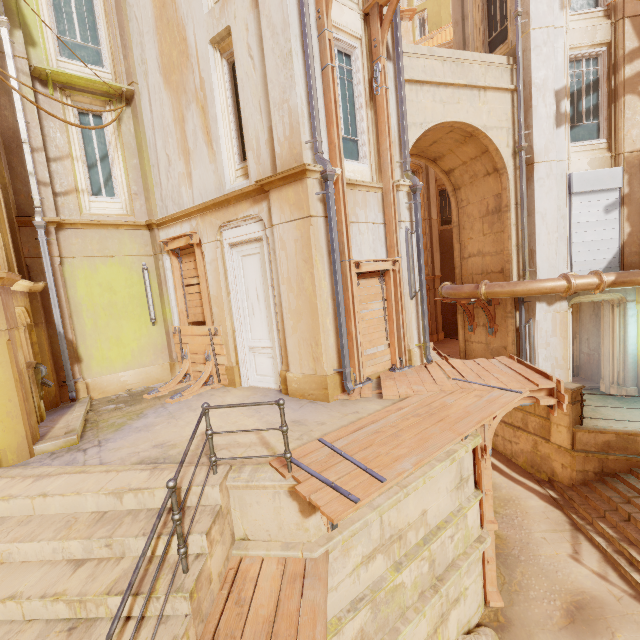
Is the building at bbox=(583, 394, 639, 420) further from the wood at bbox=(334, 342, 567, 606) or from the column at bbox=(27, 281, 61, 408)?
the column at bbox=(27, 281, 61, 408)

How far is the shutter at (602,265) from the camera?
10.0m

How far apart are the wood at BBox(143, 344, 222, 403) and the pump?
1.9m

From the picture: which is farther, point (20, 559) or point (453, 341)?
point (453, 341)

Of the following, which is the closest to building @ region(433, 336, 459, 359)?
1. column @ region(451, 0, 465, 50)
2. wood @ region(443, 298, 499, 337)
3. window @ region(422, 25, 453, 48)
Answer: column @ region(451, 0, 465, 50)

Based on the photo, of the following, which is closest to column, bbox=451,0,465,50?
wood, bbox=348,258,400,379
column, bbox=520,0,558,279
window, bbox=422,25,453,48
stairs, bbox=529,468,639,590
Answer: column, bbox=520,0,558,279

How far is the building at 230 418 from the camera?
5.9m

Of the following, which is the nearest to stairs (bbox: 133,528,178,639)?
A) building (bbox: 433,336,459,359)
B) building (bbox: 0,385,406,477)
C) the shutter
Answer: building (bbox: 0,385,406,477)
